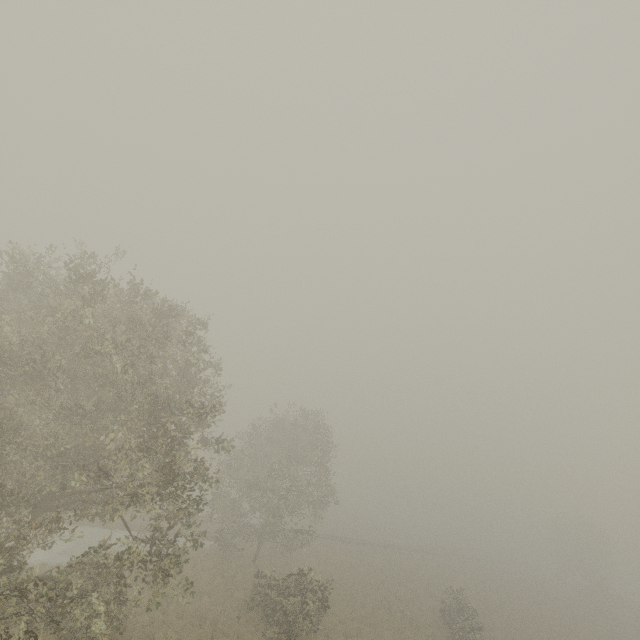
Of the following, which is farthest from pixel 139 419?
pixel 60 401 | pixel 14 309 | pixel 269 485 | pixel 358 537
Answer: pixel 358 537
